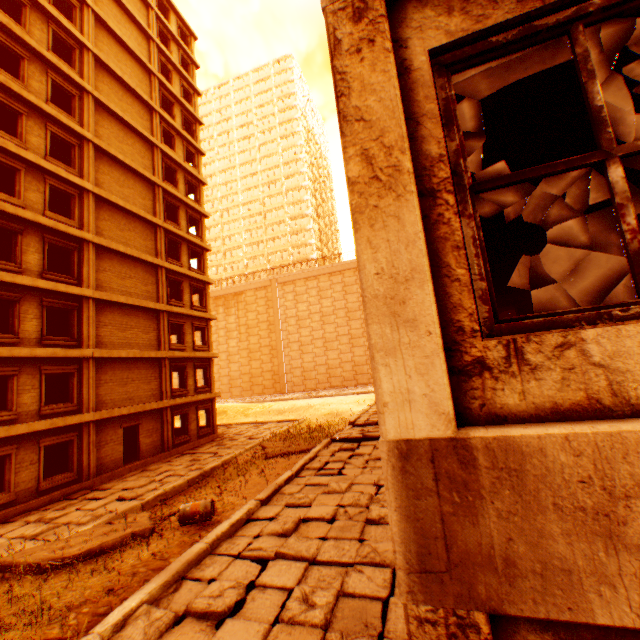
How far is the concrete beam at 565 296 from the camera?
9.7m

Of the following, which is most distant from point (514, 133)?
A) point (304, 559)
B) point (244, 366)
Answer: point (244, 366)

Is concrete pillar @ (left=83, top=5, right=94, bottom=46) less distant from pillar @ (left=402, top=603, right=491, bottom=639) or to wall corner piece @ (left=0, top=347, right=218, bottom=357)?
wall corner piece @ (left=0, top=347, right=218, bottom=357)

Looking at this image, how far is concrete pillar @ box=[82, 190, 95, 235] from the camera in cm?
1708

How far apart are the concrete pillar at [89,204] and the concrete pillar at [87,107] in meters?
3.4 m

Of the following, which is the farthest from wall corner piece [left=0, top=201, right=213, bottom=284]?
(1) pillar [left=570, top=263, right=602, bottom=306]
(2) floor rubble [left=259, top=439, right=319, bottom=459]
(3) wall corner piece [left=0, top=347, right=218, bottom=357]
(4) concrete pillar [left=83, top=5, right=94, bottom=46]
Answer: (2) floor rubble [left=259, top=439, right=319, bottom=459]

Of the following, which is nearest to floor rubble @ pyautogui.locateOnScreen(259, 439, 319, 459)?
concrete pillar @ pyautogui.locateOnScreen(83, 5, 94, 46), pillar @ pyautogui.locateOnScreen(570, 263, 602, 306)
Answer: pillar @ pyautogui.locateOnScreen(570, 263, 602, 306)

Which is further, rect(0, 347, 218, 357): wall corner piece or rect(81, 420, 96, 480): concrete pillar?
rect(81, 420, 96, 480): concrete pillar
